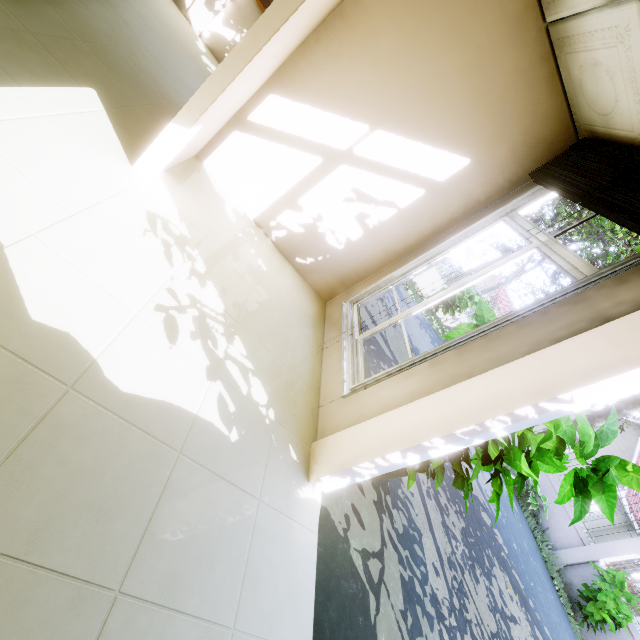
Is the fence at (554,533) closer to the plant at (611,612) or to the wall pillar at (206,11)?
the plant at (611,612)

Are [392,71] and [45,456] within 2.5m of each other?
no

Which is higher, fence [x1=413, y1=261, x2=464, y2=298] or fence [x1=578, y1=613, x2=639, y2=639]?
fence [x1=578, y1=613, x2=639, y2=639]

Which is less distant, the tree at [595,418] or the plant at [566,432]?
the plant at [566,432]

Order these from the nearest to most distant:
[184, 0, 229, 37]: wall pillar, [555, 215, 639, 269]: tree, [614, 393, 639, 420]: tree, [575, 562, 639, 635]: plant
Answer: [184, 0, 229, 37]: wall pillar → [575, 562, 639, 635]: plant → [555, 215, 639, 269]: tree → [614, 393, 639, 420]: tree

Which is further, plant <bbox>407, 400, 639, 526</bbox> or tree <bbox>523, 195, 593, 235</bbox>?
tree <bbox>523, 195, 593, 235</bbox>

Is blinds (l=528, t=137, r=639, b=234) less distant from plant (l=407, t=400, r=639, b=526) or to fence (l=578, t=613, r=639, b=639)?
plant (l=407, t=400, r=639, b=526)

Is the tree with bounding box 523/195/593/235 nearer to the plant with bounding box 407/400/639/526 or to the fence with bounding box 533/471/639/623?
the fence with bounding box 533/471/639/623
